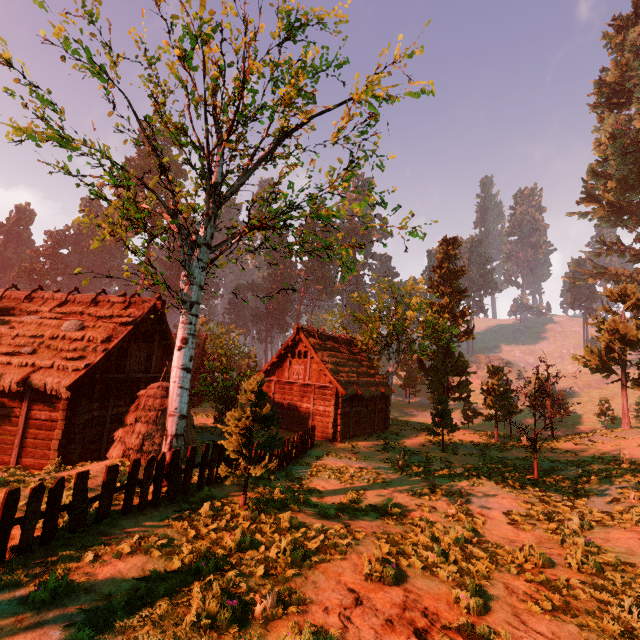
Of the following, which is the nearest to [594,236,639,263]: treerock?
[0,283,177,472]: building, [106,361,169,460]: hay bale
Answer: [0,283,177,472]: building

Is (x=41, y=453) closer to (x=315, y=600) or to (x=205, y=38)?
(x=315, y=600)

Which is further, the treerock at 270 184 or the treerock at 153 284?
the treerock at 153 284

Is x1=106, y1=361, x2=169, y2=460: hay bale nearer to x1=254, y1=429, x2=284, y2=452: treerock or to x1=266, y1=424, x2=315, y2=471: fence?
x1=266, y1=424, x2=315, y2=471: fence

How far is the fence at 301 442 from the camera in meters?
14.6

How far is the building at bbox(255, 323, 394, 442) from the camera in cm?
2230

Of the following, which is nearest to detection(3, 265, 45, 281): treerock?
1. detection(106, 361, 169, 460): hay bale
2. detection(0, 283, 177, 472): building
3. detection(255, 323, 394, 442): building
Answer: detection(0, 283, 177, 472): building
